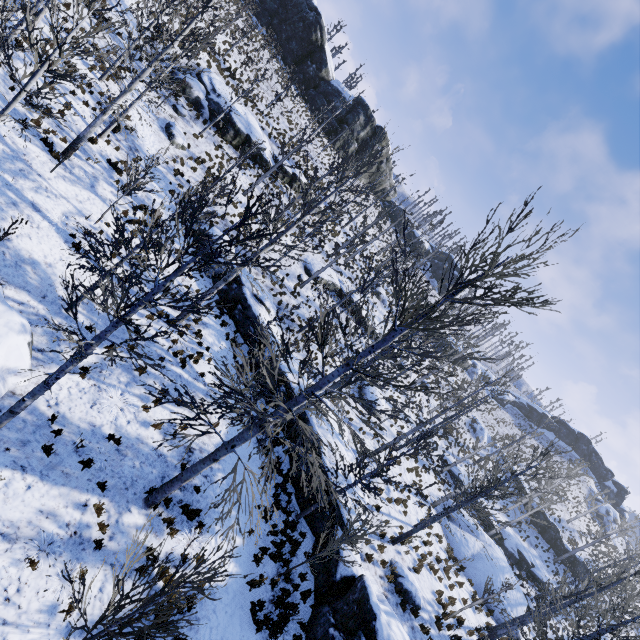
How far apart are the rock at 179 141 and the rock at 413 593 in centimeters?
2682cm

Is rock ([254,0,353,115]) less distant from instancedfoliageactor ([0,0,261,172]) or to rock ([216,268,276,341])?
instancedfoliageactor ([0,0,261,172])

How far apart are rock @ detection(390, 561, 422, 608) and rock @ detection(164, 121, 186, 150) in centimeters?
2682cm

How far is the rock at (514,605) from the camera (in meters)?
20.22

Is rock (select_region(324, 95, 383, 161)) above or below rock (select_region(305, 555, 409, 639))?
above

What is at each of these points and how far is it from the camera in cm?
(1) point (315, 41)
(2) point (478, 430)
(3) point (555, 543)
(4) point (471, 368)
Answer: (1) rock, 4238
(2) rock, 4303
(3) rock, 3831
(4) rock, 5519

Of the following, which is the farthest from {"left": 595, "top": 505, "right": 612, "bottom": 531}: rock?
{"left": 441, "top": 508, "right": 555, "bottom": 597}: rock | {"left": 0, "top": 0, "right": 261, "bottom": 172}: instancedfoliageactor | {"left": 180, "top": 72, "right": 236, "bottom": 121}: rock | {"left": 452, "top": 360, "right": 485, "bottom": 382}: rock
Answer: {"left": 180, "top": 72, "right": 236, "bottom": 121}: rock

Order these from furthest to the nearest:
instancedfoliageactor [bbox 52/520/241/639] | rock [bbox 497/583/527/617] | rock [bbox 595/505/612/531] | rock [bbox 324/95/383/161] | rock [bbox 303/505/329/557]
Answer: rock [bbox 595/505/612/531] → rock [bbox 324/95/383/161] → rock [bbox 497/583/527/617] → rock [bbox 303/505/329/557] → instancedfoliageactor [bbox 52/520/241/639]
